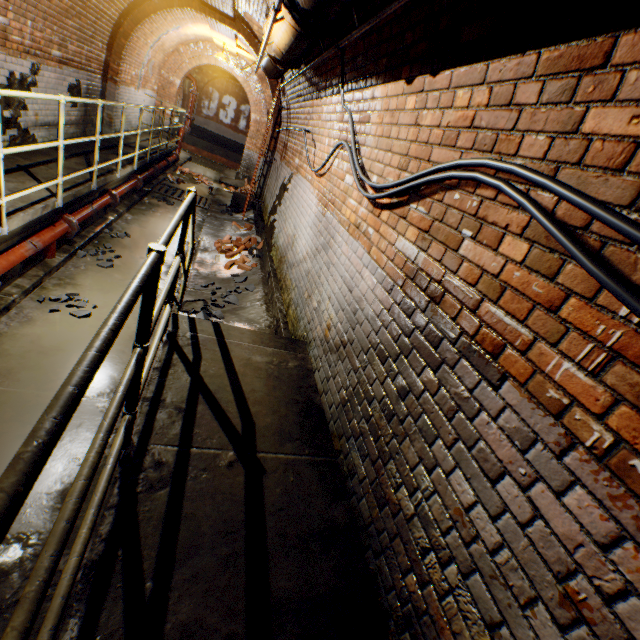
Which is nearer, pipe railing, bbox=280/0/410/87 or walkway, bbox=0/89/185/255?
pipe railing, bbox=280/0/410/87

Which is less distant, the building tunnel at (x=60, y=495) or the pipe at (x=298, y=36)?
the building tunnel at (x=60, y=495)

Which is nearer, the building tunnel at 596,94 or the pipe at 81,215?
the building tunnel at 596,94

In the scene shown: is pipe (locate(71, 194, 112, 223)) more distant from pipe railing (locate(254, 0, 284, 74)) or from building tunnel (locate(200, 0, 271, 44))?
pipe railing (locate(254, 0, 284, 74))

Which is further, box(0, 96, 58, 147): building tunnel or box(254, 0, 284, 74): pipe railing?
box(0, 96, 58, 147): building tunnel

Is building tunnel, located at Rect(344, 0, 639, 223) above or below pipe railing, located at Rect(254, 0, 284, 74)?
below

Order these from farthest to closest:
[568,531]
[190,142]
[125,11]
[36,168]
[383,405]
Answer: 1. [190,142]
2. [125,11]
3. [36,168]
4. [383,405]
5. [568,531]

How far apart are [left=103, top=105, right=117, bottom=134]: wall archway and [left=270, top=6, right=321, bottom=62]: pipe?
6.33m
